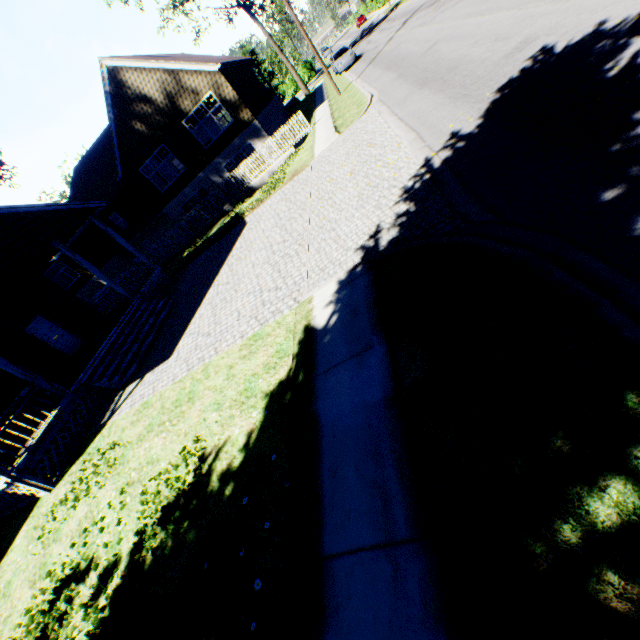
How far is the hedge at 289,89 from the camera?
53.3 meters

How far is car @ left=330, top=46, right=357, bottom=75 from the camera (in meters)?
28.05

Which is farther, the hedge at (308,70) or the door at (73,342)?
the hedge at (308,70)

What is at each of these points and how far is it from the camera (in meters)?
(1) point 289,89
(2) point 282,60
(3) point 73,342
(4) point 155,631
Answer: (1) hedge, 53.69
(2) tree, 37.81
(3) door, 15.82
(4) plant, 3.72

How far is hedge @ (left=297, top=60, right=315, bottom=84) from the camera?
52.1m

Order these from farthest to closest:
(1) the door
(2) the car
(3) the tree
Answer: (3) the tree → (2) the car → (1) the door

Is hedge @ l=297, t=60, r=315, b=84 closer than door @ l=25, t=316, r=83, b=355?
No
